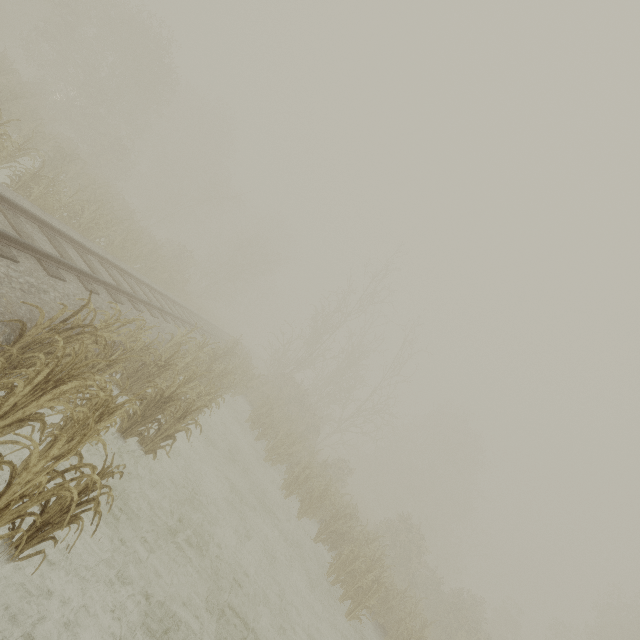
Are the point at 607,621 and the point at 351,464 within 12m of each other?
no
